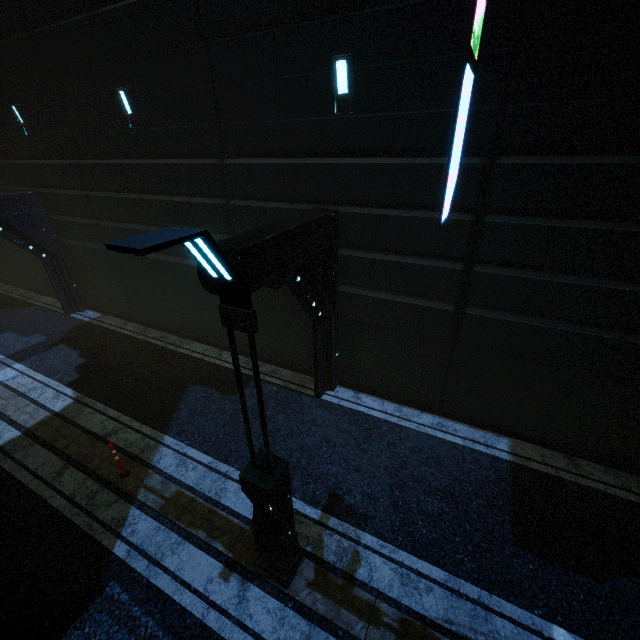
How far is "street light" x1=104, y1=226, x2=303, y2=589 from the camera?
2.18m

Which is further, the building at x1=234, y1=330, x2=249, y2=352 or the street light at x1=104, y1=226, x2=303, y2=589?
the building at x1=234, y1=330, x2=249, y2=352

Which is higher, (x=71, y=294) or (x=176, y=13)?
(x=176, y=13)

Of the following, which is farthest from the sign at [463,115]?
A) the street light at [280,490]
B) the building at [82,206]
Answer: the street light at [280,490]

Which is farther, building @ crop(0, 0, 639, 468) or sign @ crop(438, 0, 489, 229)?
building @ crop(0, 0, 639, 468)

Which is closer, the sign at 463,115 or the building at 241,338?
the sign at 463,115

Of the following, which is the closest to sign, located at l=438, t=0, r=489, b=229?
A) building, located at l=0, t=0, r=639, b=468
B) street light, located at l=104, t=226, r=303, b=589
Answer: building, located at l=0, t=0, r=639, b=468
